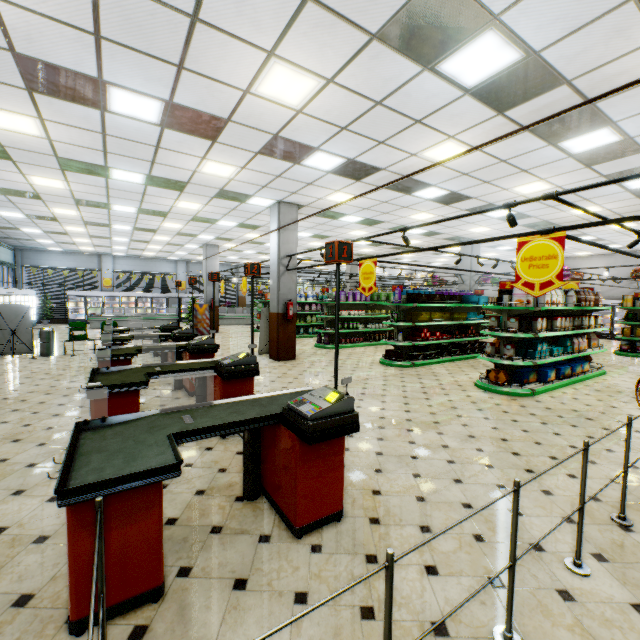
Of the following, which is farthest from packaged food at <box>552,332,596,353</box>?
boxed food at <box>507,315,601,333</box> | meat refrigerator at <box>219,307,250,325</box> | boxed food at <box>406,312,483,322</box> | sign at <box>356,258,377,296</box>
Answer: meat refrigerator at <box>219,307,250,325</box>

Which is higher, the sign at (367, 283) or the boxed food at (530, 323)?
the sign at (367, 283)

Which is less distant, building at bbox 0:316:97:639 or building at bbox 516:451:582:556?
building at bbox 0:316:97:639

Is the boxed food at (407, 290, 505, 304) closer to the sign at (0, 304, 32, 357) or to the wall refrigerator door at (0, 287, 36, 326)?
the sign at (0, 304, 32, 357)

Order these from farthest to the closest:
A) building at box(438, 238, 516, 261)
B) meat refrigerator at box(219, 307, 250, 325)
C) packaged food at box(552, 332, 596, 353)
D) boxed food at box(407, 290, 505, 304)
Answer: meat refrigerator at box(219, 307, 250, 325) < building at box(438, 238, 516, 261) < boxed food at box(407, 290, 505, 304) < packaged food at box(552, 332, 596, 353)

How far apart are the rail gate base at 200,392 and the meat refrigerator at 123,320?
17.16m

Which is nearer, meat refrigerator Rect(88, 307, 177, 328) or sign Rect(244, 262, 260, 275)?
sign Rect(244, 262, 260, 275)

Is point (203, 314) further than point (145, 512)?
Yes
